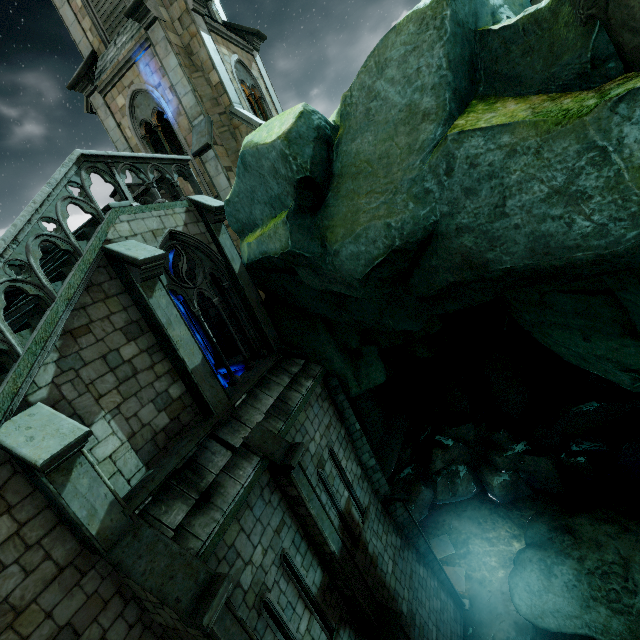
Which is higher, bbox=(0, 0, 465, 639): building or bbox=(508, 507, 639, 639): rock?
bbox=(0, 0, 465, 639): building

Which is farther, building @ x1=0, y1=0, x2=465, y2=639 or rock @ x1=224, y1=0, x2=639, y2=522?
building @ x1=0, y1=0, x2=465, y2=639

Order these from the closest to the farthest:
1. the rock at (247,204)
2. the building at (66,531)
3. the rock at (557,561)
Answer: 1. the rock at (247,204)
2. the building at (66,531)
3. the rock at (557,561)

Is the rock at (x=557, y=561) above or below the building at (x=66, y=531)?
below

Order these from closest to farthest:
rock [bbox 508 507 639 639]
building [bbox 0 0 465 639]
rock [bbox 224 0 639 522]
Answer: rock [bbox 224 0 639 522], building [bbox 0 0 465 639], rock [bbox 508 507 639 639]

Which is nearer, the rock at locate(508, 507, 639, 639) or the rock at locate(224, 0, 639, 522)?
the rock at locate(224, 0, 639, 522)

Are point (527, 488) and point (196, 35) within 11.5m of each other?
no
